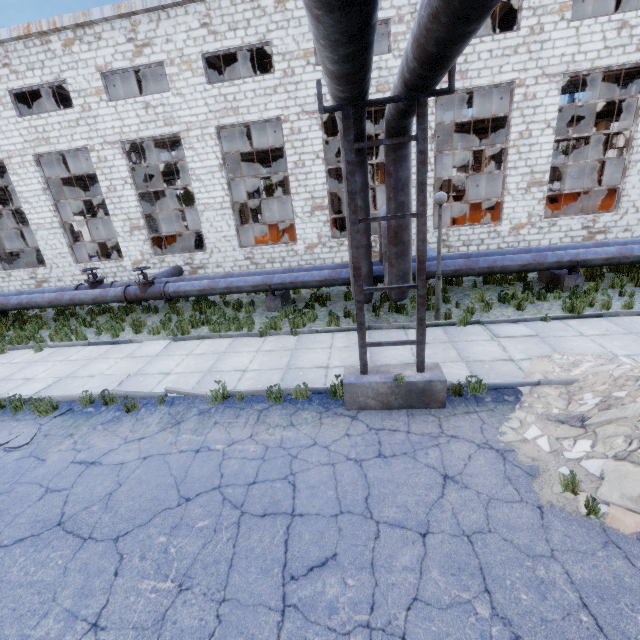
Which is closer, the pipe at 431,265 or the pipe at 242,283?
the pipe at 242,283

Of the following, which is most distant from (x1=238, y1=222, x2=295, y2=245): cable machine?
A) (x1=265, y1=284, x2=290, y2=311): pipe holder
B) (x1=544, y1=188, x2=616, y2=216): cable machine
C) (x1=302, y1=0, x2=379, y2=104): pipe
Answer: (x1=265, y1=284, x2=290, y2=311): pipe holder

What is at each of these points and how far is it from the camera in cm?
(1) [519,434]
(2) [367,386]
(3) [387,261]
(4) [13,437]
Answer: (1) concrete debris, 480
(2) pipe holder, 562
(3) pipe, 966
(4) asphalt debris, 612

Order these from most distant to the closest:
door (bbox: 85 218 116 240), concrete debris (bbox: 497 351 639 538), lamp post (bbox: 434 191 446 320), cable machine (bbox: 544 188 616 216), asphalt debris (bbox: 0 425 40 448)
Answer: door (bbox: 85 218 116 240) → cable machine (bbox: 544 188 616 216) → lamp post (bbox: 434 191 446 320) → asphalt debris (bbox: 0 425 40 448) → concrete debris (bbox: 497 351 639 538)

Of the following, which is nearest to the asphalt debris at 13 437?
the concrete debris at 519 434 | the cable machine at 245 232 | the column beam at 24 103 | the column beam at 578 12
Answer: the concrete debris at 519 434

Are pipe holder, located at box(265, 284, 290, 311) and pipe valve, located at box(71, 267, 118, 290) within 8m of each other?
yes

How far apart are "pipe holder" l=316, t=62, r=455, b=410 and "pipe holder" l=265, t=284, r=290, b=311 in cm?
579

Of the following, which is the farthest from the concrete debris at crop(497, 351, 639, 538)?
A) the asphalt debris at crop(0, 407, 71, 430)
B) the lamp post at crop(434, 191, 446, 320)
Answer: the asphalt debris at crop(0, 407, 71, 430)
